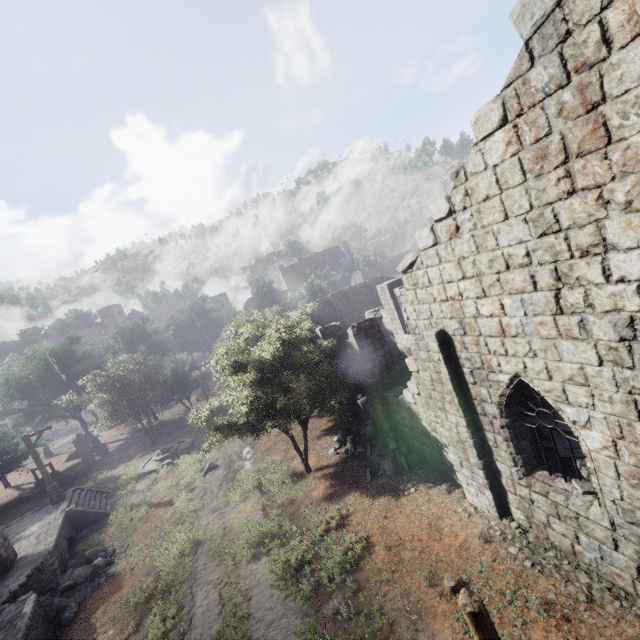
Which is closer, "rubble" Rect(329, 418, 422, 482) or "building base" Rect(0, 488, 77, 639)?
"building base" Rect(0, 488, 77, 639)

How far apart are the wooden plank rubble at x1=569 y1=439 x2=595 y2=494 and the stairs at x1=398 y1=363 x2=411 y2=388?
10.1 meters

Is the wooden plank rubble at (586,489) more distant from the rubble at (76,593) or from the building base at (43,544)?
the rubble at (76,593)

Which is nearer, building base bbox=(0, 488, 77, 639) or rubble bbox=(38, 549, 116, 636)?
building base bbox=(0, 488, 77, 639)

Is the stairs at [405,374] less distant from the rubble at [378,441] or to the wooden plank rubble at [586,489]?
the rubble at [378,441]

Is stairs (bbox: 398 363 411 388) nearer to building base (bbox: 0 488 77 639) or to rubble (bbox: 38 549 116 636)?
rubble (bbox: 38 549 116 636)

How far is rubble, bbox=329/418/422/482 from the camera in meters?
13.4 m

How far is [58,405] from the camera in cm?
2825
